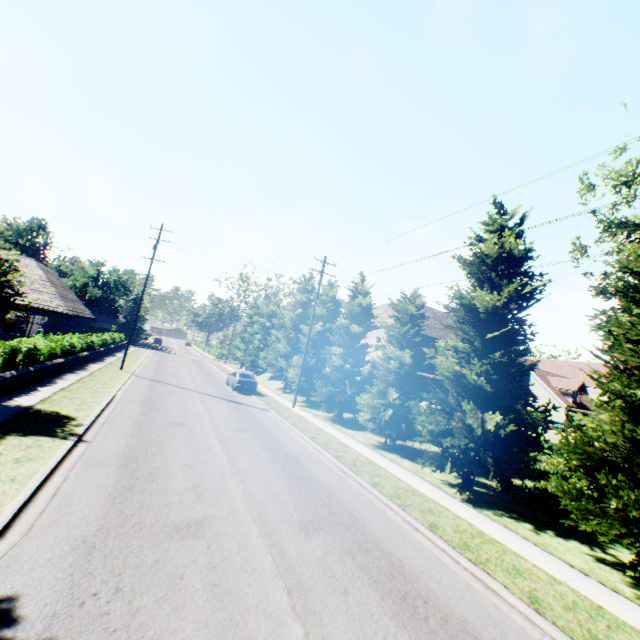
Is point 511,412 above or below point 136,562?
above

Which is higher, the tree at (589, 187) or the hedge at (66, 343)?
the tree at (589, 187)

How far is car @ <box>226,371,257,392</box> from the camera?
26.23m

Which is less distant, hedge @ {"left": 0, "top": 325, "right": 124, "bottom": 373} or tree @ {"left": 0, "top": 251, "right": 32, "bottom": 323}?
tree @ {"left": 0, "top": 251, "right": 32, "bottom": 323}

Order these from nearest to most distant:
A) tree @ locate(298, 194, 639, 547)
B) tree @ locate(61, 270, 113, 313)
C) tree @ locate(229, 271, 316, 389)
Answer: tree @ locate(298, 194, 639, 547), tree @ locate(229, 271, 316, 389), tree @ locate(61, 270, 113, 313)

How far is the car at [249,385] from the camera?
26.2 meters

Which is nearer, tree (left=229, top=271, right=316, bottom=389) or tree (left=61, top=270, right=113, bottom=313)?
tree (left=229, top=271, right=316, bottom=389)
